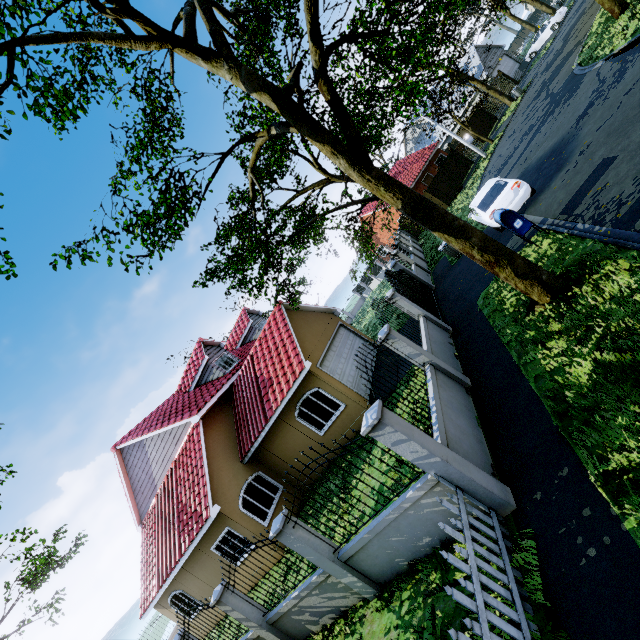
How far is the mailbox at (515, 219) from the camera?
8.64m

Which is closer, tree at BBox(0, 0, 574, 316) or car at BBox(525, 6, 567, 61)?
tree at BBox(0, 0, 574, 316)

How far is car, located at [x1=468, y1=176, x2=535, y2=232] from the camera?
11.10m

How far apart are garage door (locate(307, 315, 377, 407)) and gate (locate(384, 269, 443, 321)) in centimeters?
400cm

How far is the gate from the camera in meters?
12.2 m

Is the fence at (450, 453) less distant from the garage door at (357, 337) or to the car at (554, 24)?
the car at (554, 24)

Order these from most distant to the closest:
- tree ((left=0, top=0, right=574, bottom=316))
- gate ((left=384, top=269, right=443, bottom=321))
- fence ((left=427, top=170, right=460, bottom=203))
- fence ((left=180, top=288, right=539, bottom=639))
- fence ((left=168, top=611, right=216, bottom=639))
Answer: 1. fence ((left=427, top=170, right=460, bottom=203))
2. gate ((left=384, top=269, right=443, bottom=321))
3. fence ((left=168, top=611, right=216, bottom=639))
4. tree ((left=0, top=0, right=574, bottom=316))
5. fence ((left=180, top=288, right=539, bottom=639))

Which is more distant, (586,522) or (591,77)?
(591,77)
